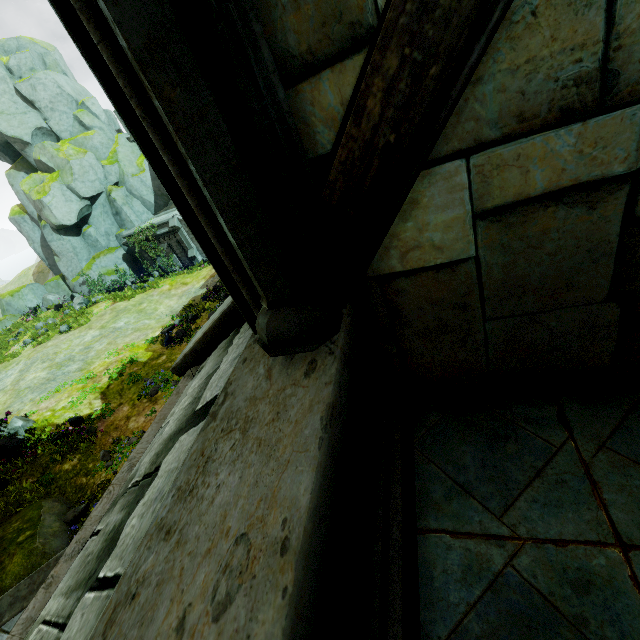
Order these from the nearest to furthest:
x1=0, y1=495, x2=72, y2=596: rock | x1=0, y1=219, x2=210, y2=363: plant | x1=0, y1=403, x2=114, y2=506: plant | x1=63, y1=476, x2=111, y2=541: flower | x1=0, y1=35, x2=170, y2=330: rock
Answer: x1=0, y1=495, x2=72, y2=596: rock → x1=63, y1=476, x2=111, y2=541: flower → x1=0, y1=403, x2=114, y2=506: plant → x1=0, y1=219, x2=210, y2=363: plant → x1=0, y1=35, x2=170, y2=330: rock

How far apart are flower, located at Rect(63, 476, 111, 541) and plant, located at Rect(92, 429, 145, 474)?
1.3 meters

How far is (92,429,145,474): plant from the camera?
10.2 meters

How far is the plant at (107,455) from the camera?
10.2m

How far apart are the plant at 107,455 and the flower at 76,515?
1.3 meters

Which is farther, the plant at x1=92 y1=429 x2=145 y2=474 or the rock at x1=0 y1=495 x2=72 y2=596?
the plant at x1=92 y1=429 x2=145 y2=474

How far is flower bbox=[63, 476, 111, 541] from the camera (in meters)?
8.80

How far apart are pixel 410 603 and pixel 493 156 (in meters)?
1.74
